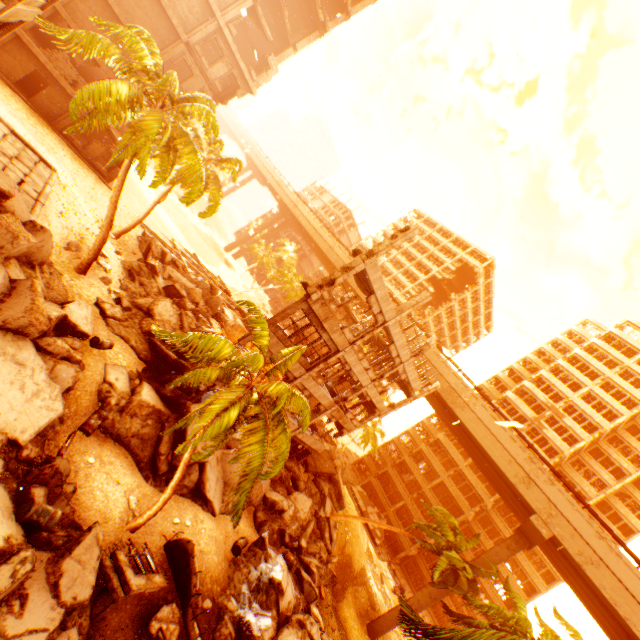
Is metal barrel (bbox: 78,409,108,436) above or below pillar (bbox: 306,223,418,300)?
below

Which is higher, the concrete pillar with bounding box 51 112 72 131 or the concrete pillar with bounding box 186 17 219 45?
the concrete pillar with bounding box 186 17 219 45

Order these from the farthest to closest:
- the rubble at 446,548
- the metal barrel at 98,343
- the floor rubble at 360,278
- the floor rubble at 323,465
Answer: the floor rubble at 323,465, the floor rubble at 360,278, the metal barrel at 98,343, the rubble at 446,548

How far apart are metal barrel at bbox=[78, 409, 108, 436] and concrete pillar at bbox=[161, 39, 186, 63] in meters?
26.1

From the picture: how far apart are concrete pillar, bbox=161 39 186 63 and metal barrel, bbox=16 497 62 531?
29.8 meters

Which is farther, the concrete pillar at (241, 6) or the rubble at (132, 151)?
the concrete pillar at (241, 6)

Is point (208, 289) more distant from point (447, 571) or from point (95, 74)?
point (447, 571)

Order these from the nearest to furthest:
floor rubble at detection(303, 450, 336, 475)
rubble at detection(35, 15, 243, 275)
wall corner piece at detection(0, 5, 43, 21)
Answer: wall corner piece at detection(0, 5, 43, 21) → rubble at detection(35, 15, 243, 275) → floor rubble at detection(303, 450, 336, 475)
